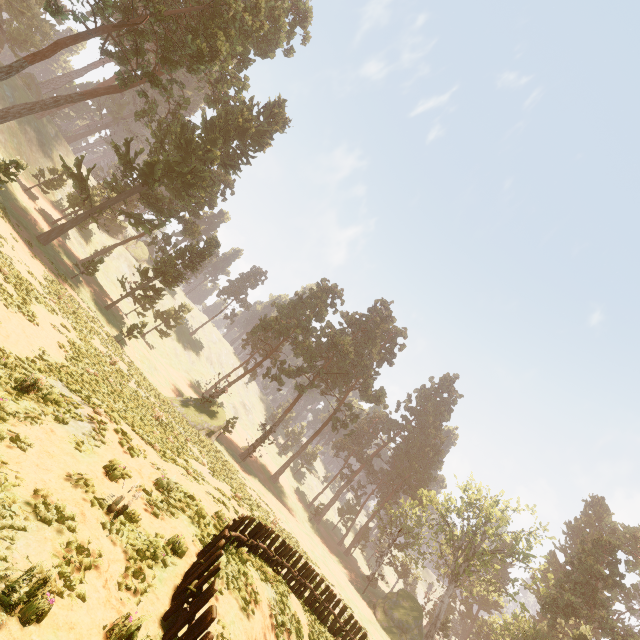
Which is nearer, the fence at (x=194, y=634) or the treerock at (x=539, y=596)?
the fence at (x=194, y=634)

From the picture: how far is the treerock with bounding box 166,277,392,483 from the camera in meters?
37.7

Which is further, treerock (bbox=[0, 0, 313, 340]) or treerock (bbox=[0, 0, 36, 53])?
treerock (bbox=[0, 0, 36, 53])

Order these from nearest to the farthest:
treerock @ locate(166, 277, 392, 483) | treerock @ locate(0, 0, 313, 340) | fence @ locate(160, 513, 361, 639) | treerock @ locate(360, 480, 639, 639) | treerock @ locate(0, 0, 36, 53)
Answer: fence @ locate(160, 513, 361, 639)
treerock @ locate(0, 0, 313, 340)
treerock @ locate(360, 480, 639, 639)
treerock @ locate(166, 277, 392, 483)
treerock @ locate(0, 0, 36, 53)

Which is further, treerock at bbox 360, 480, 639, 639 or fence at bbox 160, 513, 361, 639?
treerock at bbox 360, 480, 639, 639

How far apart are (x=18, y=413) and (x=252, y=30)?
41.2m

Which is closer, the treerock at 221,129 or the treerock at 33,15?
the treerock at 221,129
